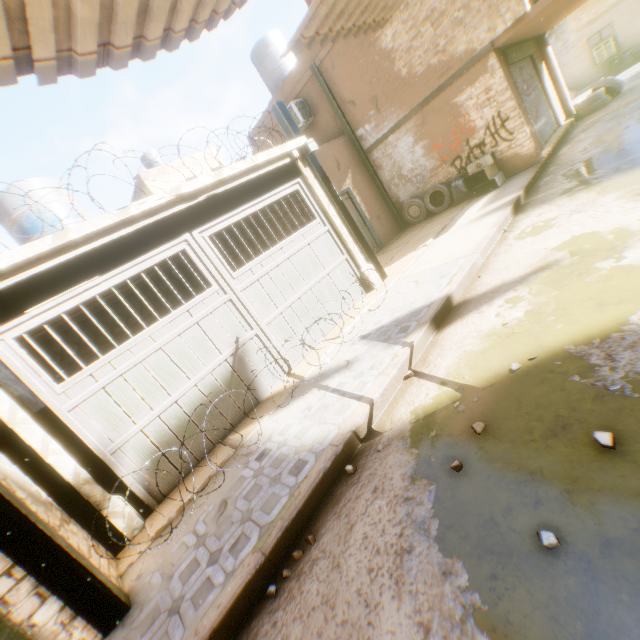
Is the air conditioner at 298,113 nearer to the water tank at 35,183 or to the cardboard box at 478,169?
the cardboard box at 478,169

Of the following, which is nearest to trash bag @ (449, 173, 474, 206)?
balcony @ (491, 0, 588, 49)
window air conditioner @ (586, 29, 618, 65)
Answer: balcony @ (491, 0, 588, 49)

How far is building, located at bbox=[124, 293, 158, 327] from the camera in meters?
9.7 m

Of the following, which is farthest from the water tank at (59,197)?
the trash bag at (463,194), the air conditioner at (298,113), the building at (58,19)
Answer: the trash bag at (463,194)

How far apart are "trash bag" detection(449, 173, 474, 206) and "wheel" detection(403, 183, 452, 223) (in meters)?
0.08

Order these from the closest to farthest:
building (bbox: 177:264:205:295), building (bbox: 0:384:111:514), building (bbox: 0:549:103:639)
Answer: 1. building (bbox: 0:549:103:639)
2. building (bbox: 0:384:111:514)
3. building (bbox: 177:264:205:295)

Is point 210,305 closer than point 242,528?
No

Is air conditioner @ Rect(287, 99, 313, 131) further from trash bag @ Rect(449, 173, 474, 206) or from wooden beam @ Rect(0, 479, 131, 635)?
trash bag @ Rect(449, 173, 474, 206)
